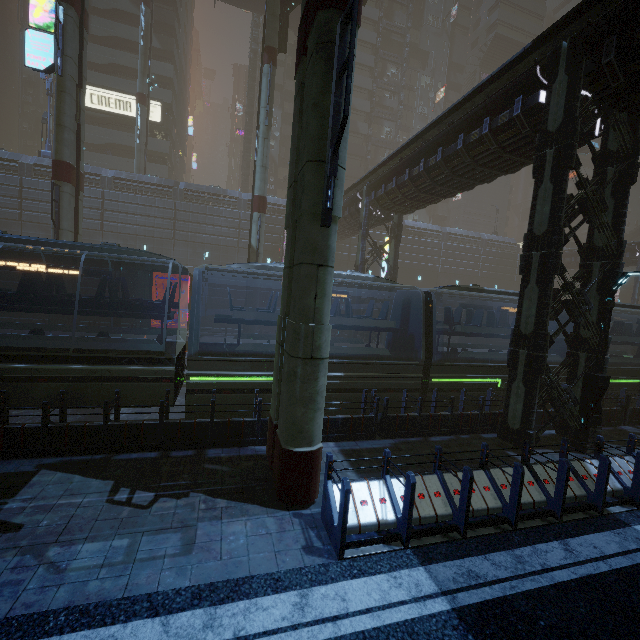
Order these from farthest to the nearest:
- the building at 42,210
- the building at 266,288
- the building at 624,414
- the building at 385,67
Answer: the building at 385,67 → the building at 266,288 → the building at 42,210 → the building at 624,414

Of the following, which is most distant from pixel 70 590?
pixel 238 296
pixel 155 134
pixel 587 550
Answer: pixel 155 134

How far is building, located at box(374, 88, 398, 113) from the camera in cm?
4812

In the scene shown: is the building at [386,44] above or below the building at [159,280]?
above

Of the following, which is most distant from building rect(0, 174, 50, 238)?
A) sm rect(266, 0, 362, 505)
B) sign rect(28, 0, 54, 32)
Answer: sm rect(266, 0, 362, 505)

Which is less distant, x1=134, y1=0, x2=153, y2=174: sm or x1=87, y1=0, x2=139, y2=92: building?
x1=134, y1=0, x2=153, y2=174: sm

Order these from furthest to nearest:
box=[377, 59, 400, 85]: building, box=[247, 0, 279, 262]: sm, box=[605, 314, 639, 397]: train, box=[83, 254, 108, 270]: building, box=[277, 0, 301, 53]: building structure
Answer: box=[377, 59, 400, 85]: building → box=[83, 254, 108, 270]: building → box=[277, 0, 301, 53]: building structure → box=[247, 0, 279, 262]: sm → box=[605, 314, 639, 397]: train
